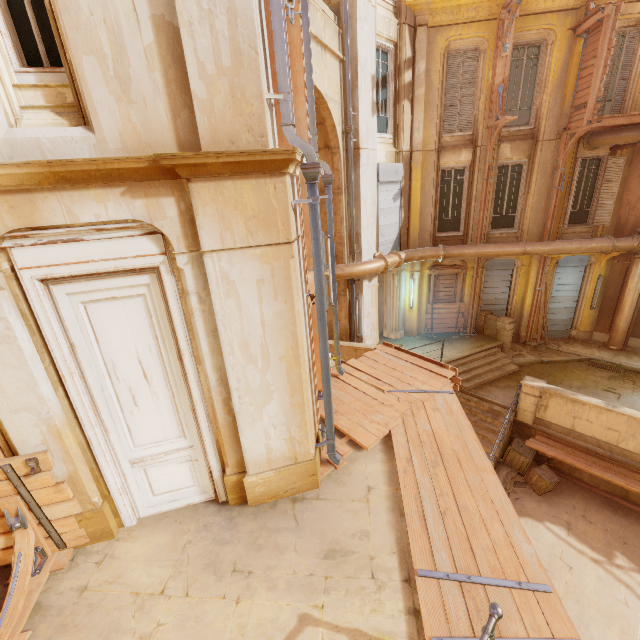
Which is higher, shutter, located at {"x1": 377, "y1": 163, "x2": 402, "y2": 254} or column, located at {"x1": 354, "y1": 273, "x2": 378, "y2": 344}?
shutter, located at {"x1": 377, "y1": 163, "x2": 402, "y2": 254}

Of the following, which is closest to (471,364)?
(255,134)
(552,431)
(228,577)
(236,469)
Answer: (552,431)

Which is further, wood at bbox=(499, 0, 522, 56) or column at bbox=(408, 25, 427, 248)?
column at bbox=(408, 25, 427, 248)

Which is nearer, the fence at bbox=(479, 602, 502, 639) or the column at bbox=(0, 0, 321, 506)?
the fence at bbox=(479, 602, 502, 639)

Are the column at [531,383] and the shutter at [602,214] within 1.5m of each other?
no

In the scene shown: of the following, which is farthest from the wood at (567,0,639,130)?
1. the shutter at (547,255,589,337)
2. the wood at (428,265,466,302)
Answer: the wood at (428,265,466,302)

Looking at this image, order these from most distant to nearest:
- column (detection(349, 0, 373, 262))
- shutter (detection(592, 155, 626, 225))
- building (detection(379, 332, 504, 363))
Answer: building (detection(379, 332, 504, 363)), shutter (detection(592, 155, 626, 225)), column (detection(349, 0, 373, 262))

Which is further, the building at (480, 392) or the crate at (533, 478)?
the building at (480, 392)
